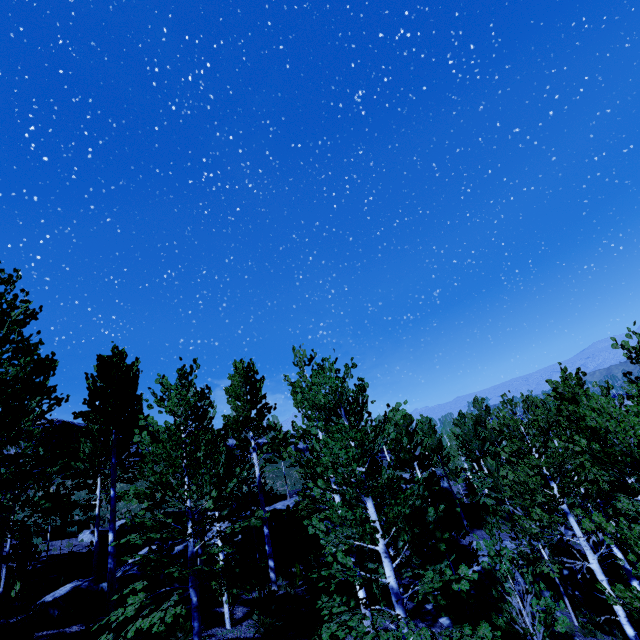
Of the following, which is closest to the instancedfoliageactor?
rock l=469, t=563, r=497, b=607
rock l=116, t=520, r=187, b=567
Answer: rock l=469, t=563, r=497, b=607

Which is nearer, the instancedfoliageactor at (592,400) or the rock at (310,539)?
the instancedfoliageactor at (592,400)

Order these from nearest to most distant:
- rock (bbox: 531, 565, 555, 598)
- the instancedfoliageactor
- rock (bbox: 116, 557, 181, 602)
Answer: the instancedfoliageactor
rock (bbox: 116, 557, 181, 602)
rock (bbox: 531, 565, 555, 598)

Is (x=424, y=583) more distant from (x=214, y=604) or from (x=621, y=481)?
(x=214, y=604)

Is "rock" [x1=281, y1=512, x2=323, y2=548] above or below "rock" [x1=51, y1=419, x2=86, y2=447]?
below

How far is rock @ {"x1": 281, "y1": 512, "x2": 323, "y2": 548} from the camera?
19.0 meters

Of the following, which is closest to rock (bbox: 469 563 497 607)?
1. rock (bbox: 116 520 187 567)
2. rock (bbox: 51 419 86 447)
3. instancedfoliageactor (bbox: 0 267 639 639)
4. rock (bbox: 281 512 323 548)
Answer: instancedfoliageactor (bbox: 0 267 639 639)

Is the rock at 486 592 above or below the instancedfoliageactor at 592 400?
below
